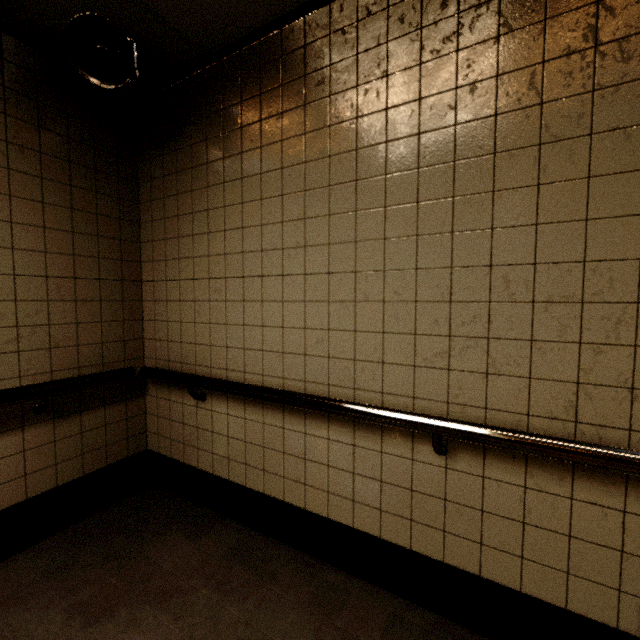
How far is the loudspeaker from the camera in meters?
1.5 m

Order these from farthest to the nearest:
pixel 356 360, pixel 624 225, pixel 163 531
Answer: pixel 163 531, pixel 356 360, pixel 624 225

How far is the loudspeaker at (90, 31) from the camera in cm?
155
